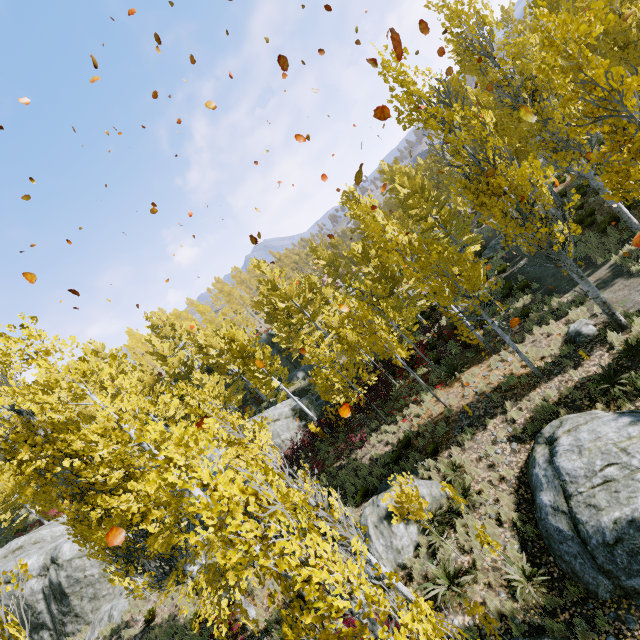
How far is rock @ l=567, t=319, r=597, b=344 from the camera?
10.88m

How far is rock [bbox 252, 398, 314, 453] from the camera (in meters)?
20.09

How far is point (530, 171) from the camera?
8.9 meters

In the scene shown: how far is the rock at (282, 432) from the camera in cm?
2009

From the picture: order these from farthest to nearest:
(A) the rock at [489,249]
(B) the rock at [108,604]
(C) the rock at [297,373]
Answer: (C) the rock at [297,373] → (A) the rock at [489,249] → (B) the rock at [108,604]

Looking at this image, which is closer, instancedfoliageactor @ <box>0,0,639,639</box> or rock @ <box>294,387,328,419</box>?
instancedfoliageactor @ <box>0,0,639,639</box>

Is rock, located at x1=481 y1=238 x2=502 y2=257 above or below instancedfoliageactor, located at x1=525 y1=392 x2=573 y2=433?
above

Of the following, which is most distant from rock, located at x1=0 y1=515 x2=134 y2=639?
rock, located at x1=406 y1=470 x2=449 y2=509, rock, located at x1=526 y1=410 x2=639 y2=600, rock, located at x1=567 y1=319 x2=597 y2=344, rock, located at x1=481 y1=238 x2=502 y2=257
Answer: rock, located at x1=481 y1=238 x2=502 y2=257
